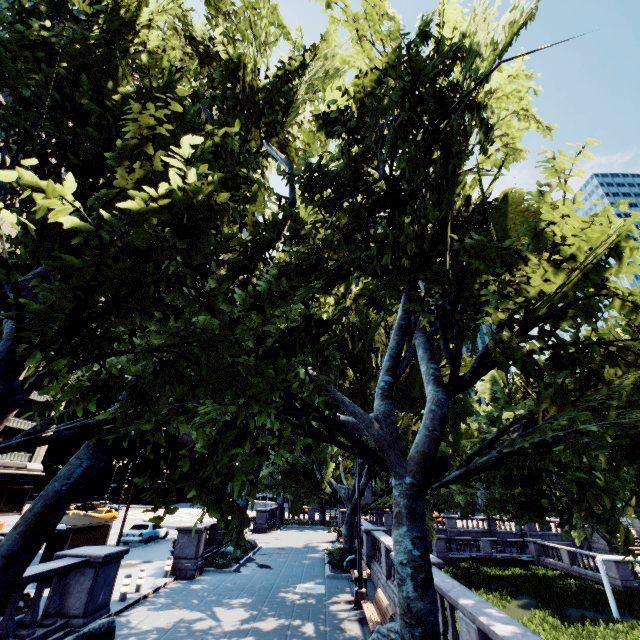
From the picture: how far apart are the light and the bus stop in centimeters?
1254cm

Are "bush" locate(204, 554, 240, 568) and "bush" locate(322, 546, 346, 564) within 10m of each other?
yes

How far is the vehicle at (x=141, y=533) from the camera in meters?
23.8

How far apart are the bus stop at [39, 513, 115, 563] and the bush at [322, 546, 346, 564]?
12.2m

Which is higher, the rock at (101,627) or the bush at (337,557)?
the rock at (101,627)

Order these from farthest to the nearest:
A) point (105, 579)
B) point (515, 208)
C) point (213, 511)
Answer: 1. point (515, 208)
2. point (105, 579)
3. point (213, 511)

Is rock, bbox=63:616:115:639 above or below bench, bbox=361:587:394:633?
above

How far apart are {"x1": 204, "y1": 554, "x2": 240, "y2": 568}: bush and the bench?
9.3 meters
